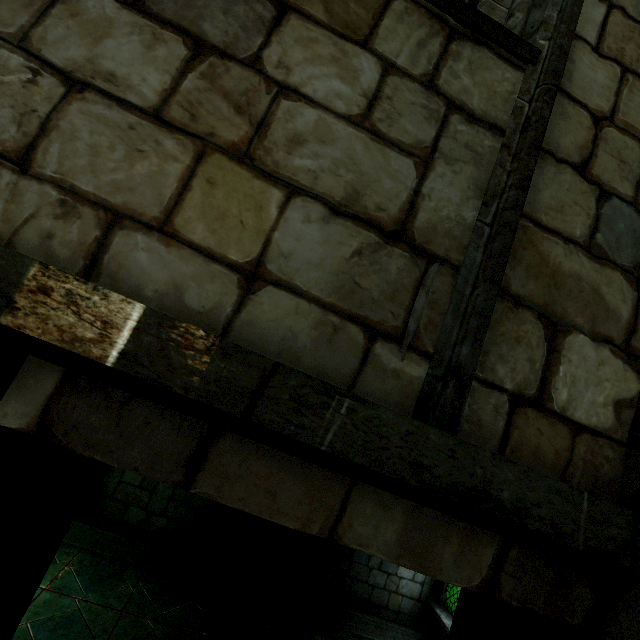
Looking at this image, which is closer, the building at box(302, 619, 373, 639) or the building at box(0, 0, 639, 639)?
the building at box(0, 0, 639, 639)

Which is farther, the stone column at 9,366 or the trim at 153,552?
the trim at 153,552

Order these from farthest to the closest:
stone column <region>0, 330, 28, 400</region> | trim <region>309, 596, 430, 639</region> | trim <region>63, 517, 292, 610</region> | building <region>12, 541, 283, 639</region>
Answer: trim <region>309, 596, 430, 639</region>, trim <region>63, 517, 292, 610</region>, building <region>12, 541, 283, 639</region>, stone column <region>0, 330, 28, 400</region>

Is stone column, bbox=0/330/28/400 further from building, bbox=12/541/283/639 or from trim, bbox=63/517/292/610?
trim, bbox=63/517/292/610

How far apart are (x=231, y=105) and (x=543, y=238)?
1.3 meters

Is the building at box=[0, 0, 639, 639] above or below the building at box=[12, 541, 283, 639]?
above

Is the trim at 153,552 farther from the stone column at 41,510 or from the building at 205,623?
the stone column at 41,510
